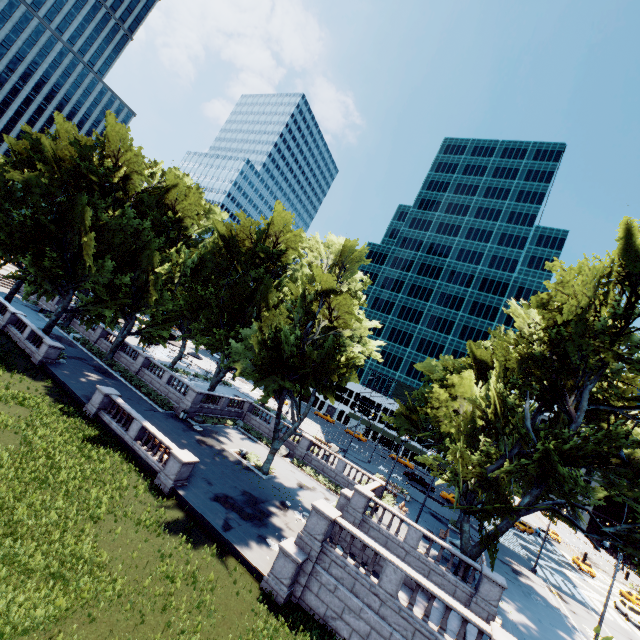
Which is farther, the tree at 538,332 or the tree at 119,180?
the tree at 119,180

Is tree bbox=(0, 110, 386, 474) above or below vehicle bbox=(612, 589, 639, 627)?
above

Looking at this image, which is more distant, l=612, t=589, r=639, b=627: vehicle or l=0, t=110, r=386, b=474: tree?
l=612, t=589, r=639, b=627: vehicle

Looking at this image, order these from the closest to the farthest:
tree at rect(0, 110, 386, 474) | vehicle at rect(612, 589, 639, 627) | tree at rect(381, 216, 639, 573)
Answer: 1. tree at rect(381, 216, 639, 573)
2. tree at rect(0, 110, 386, 474)
3. vehicle at rect(612, 589, 639, 627)

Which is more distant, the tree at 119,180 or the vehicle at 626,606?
the vehicle at 626,606

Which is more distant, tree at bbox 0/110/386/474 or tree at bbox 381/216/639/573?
tree at bbox 0/110/386/474

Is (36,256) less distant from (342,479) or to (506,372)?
(342,479)
